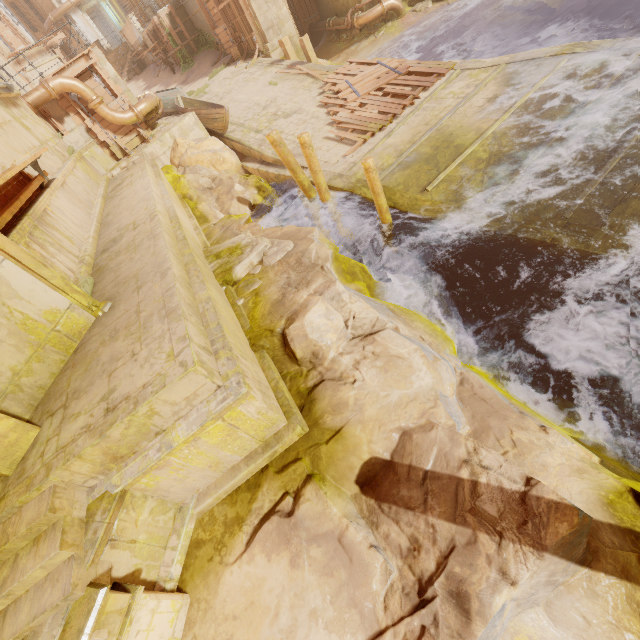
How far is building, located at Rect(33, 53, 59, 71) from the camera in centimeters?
2581cm

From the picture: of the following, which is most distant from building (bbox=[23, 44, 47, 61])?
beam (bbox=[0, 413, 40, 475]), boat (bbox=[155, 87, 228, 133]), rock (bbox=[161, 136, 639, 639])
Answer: beam (bbox=[0, 413, 40, 475])

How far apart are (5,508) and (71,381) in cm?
134

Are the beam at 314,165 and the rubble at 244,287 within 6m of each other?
yes

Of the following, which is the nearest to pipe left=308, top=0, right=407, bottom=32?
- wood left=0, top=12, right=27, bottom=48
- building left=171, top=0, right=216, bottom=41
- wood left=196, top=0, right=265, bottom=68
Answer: building left=171, top=0, right=216, bottom=41

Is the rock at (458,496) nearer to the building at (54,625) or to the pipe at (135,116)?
the building at (54,625)

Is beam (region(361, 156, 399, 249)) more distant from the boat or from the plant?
the plant

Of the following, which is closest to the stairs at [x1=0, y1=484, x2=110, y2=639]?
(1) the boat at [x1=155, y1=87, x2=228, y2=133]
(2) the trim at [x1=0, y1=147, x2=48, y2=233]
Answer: (2) the trim at [x1=0, y1=147, x2=48, y2=233]
